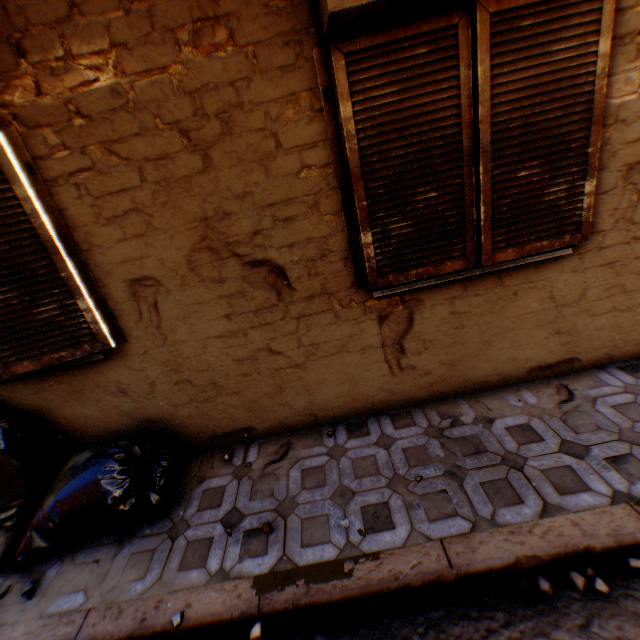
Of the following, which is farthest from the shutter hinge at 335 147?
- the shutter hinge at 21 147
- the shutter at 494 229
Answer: the shutter hinge at 21 147

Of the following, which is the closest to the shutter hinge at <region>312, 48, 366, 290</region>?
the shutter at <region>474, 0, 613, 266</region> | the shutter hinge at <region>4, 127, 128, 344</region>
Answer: the shutter at <region>474, 0, 613, 266</region>

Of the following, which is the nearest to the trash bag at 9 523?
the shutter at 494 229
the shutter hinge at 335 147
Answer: the shutter at 494 229

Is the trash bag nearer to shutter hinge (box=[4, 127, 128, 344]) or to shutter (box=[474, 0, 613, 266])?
shutter (box=[474, 0, 613, 266])

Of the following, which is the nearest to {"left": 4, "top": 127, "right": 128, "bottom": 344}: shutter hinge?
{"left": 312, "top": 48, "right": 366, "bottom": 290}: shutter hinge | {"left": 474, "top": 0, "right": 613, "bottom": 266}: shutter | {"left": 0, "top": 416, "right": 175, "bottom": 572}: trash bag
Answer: {"left": 474, "top": 0, "right": 613, "bottom": 266}: shutter

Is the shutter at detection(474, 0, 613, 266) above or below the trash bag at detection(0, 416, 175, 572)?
above

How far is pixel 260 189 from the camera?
2.2 meters
